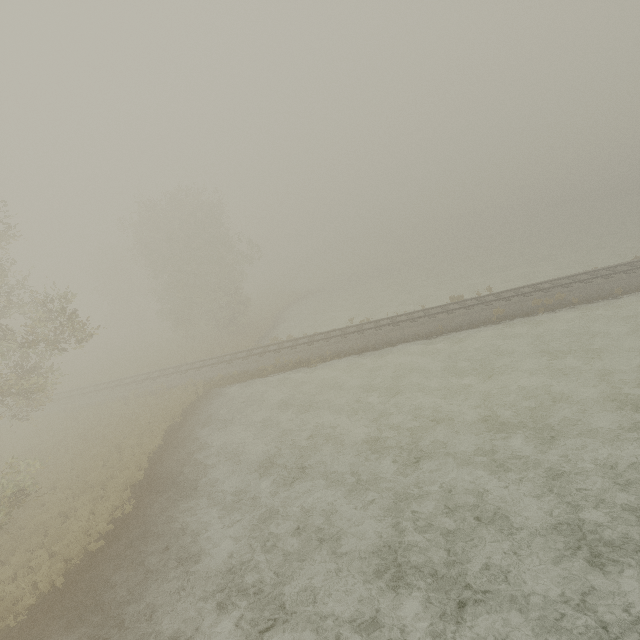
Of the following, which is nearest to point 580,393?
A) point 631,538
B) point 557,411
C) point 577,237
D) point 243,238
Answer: point 557,411
